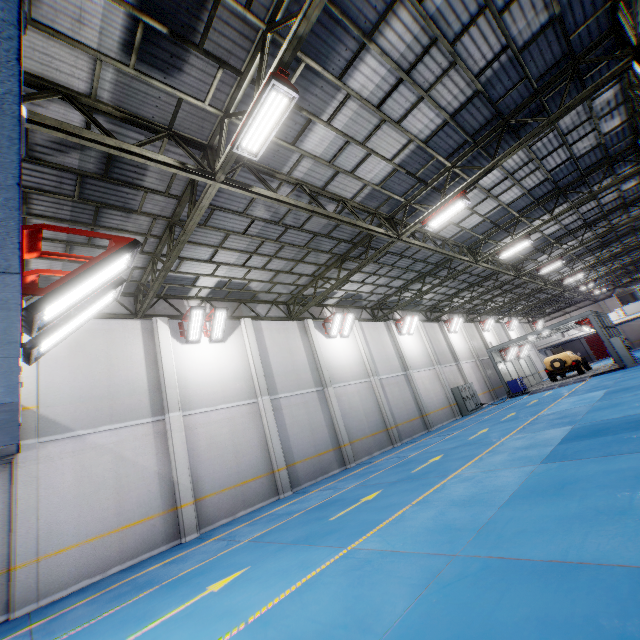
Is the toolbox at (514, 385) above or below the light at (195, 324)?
below

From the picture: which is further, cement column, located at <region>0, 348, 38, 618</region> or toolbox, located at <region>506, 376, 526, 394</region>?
toolbox, located at <region>506, 376, 526, 394</region>

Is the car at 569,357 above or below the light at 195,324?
below

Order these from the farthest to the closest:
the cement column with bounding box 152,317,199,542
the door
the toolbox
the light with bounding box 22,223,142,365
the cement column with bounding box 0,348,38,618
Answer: the door → the toolbox → the cement column with bounding box 152,317,199,542 → the cement column with bounding box 0,348,38,618 → the light with bounding box 22,223,142,365

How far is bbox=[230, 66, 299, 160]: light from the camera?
5.7m

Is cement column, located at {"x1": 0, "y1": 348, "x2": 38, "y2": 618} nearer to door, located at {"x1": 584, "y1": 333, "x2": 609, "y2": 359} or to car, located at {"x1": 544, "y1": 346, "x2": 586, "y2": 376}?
car, located at {"x1": 544, "y1": 346, "x2": 586, "y2": 376}

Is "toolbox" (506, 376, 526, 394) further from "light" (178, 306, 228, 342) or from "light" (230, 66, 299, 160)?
"light" (230, 66, 299, 160)

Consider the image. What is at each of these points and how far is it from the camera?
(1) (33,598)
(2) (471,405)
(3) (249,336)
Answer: (1) cement column, 8.0 meters
(2) cabinet, 24.9 meters
(3) cement column, 15.2 meters
